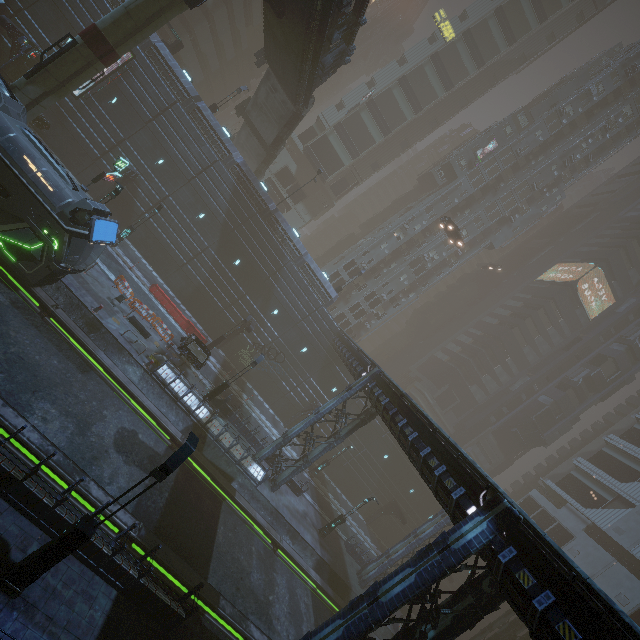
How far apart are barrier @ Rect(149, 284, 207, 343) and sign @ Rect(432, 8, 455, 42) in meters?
57.3

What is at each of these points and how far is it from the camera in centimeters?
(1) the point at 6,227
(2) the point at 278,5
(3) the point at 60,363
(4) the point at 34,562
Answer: (1) train, 1529cm
(2) building structure, 1914cm
(3) train rail, 1588cm
(4) street light, 807cm

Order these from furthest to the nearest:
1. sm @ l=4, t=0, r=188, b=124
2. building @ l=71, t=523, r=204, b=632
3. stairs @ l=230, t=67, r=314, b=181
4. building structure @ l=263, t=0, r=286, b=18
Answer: stairs @ l=230, t=67, r=314, b=181, building structure @ l=263, t=0, r=286, b=18, sm @ l=4, t=0, r=188, b=124, building @ l=71, t=523, r=204, b=632

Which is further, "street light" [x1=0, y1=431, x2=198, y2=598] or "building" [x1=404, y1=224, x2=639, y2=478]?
"building" [x1=404, y1=224, x2=639, y2=478]

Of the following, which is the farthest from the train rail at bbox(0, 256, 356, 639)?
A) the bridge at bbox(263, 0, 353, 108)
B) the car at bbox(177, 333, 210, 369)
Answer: the bridge at bbox(263, 0, 353, 108)

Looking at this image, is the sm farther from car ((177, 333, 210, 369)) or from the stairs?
car ((177, 333, 210, 369))

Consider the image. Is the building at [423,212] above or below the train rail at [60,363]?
above

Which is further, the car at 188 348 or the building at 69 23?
the building at 69 23
